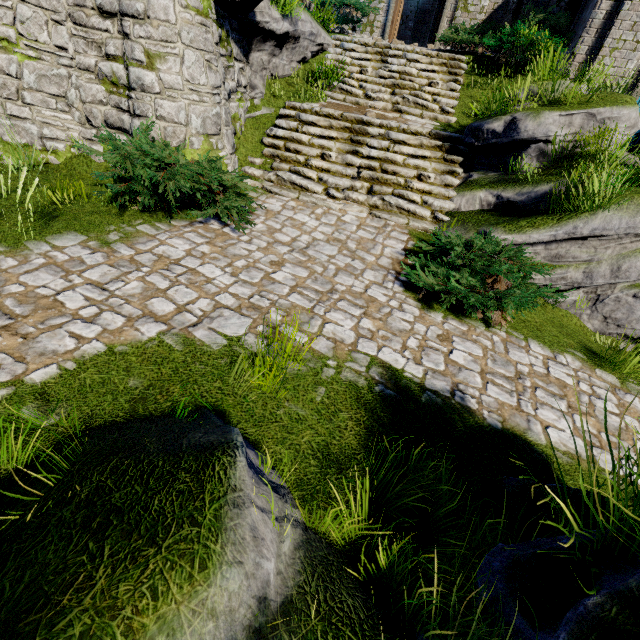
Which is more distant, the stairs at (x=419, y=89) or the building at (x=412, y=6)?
the building at (x=412, y=6)

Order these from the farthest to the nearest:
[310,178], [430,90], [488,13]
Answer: [488,13] < [430,90] < [310,178]

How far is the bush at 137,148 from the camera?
4.8m

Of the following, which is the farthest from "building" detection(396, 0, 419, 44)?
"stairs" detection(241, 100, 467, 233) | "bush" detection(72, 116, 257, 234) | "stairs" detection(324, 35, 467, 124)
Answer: "bush" detection(72, 116, 257, 234)

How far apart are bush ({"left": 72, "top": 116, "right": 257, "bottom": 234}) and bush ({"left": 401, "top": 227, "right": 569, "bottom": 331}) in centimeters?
299cm

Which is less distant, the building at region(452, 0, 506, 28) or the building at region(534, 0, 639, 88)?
the building at region(534, 0, 639, 88)

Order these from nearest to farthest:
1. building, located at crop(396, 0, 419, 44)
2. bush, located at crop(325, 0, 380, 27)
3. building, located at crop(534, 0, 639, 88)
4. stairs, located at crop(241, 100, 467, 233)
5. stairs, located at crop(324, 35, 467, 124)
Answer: stairs, located at crop(241, 100, 467, 233)
building, located at crop(534, 0, 639, 88)
stairs, located at crop(324, 35, 467, 124)
bush, located at crop(325, 0, 380, 27)
building, located at crop(396, 0, 419, 44)

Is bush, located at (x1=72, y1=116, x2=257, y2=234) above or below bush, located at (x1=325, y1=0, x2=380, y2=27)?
below
